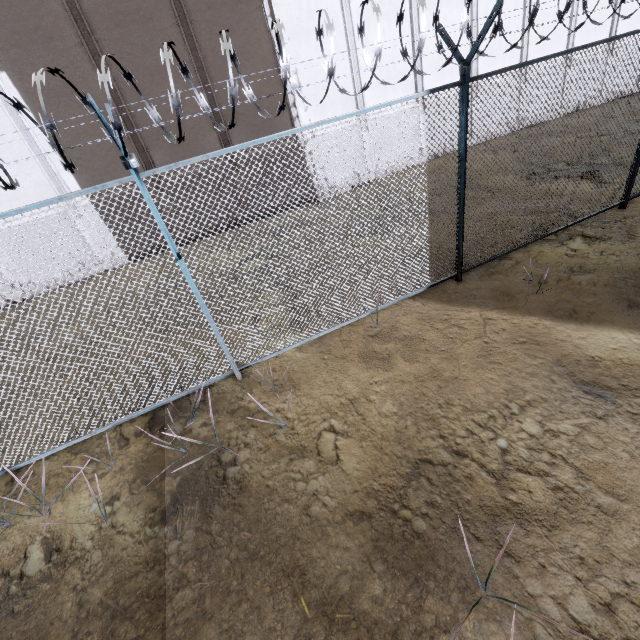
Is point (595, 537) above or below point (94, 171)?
below
